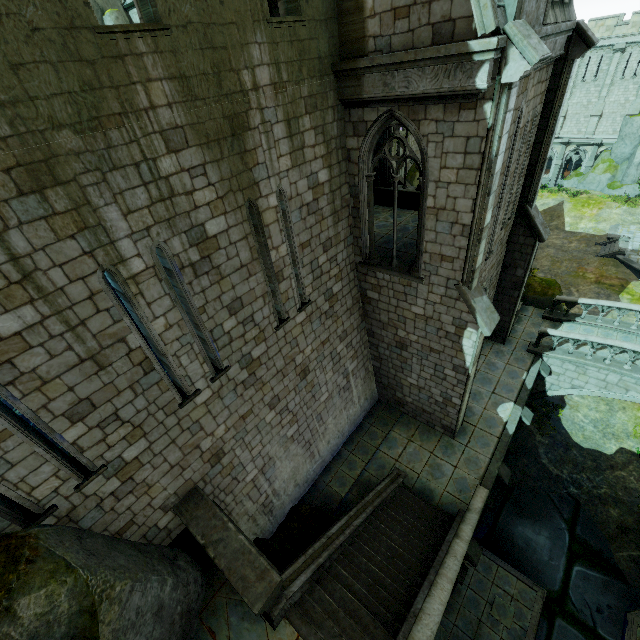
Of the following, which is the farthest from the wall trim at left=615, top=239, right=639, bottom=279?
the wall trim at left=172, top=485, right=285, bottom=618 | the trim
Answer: the wall trim at left=172, top=485, right=285, bottom=618

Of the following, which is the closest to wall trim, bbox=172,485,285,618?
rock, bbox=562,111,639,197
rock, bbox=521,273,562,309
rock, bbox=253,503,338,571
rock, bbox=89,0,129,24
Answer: rock, bbox=253,503,338,571

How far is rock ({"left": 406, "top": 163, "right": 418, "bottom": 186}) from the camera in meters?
35.2

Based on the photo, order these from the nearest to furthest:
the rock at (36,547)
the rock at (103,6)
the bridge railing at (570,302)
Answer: the rock at (36,547) < the bridge railing at (570,302) < the rock at (103,6)

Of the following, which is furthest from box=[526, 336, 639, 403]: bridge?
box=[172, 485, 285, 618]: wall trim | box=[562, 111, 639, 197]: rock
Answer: box=[562, 111, 639, 197]: rock

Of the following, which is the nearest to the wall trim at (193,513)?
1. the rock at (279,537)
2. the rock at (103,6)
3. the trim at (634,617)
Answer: the rock at (279,537)

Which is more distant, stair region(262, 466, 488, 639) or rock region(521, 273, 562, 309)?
rock region(521, 273, 562, 309)

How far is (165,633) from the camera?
6.0m
